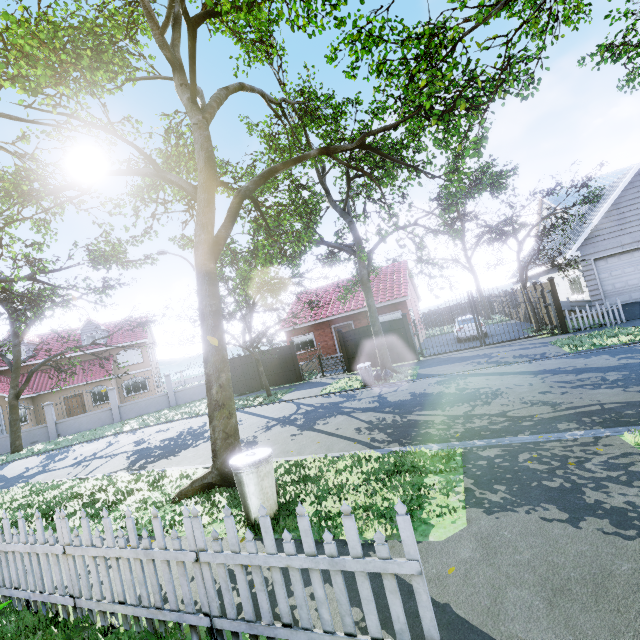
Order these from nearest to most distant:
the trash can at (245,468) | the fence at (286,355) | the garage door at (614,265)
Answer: the trash can at (245,468), the garage door at (614,265), the fence at (286,355)

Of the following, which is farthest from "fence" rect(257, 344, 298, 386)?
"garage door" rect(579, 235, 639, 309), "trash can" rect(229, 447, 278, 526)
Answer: "trash can" rect(229, 447, 278, 526)

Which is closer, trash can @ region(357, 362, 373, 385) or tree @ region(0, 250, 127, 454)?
tree @ region(0, 250, 127, 454)

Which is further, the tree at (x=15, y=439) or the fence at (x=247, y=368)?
the fence at (x=247, y=368)

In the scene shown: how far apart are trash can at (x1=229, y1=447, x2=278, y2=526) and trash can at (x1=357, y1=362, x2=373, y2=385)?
9.1 meters

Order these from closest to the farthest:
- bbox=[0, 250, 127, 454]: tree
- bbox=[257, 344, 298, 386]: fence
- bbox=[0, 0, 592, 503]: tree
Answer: bbox=[0, 0, 592, 503]: tree → bbox=[0, 250, 127, 454]: tree → bbox=[257, 344, 298, 386]: fence

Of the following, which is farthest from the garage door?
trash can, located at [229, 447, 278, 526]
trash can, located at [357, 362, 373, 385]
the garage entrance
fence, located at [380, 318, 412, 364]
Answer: trash can, located at [229, 447, 278, 526]

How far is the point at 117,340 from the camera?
32.4m
